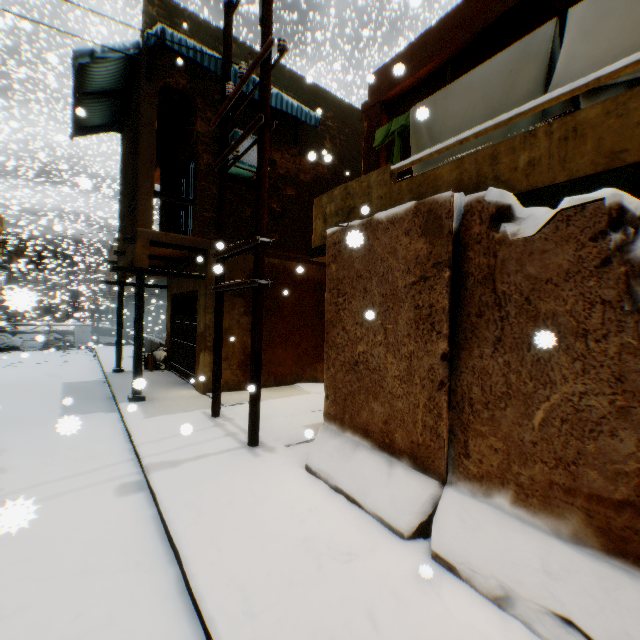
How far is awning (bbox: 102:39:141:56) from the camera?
7.32m

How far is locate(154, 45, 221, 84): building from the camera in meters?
7.6

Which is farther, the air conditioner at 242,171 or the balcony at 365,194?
the air conditioner at 242,171

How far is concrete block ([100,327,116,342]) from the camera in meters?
20.8

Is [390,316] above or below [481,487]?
above

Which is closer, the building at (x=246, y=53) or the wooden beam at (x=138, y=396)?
the wooden beam at (x=138, y=396)

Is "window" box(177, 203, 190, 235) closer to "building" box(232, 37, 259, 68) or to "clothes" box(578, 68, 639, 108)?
"building" box(232, 37, 259, 68)

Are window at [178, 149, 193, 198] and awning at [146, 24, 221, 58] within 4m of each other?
yes
